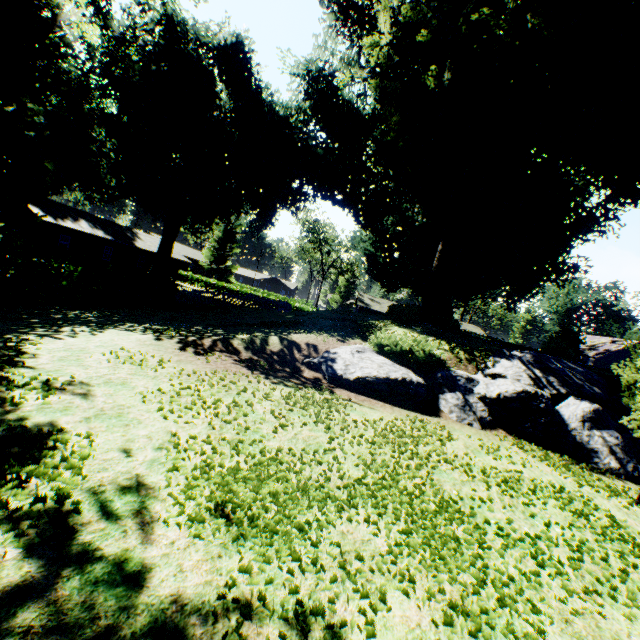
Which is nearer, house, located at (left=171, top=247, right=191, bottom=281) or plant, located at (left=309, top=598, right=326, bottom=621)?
plant, located at (left=309, top=598, right=326, bottom=621)

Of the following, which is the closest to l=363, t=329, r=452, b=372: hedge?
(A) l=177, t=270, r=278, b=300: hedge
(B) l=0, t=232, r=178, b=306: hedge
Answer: (B) l=0, t=232, r=178, b=306: hedge

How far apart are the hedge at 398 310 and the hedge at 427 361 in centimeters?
846cm

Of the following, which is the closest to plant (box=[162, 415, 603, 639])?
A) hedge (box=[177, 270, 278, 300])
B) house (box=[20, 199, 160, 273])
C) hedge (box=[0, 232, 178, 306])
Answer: hedge (box=[0, 232, 178, 306])

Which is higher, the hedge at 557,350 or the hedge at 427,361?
the hedge at 557,350

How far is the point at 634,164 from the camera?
21.27m

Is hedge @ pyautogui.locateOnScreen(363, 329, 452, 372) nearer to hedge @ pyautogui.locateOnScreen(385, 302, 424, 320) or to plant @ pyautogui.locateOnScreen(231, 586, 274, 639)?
plant @ pyautogui.locateOnScreen(231, 586, 274, 639)

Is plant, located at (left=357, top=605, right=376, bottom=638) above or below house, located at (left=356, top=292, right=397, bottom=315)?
below
